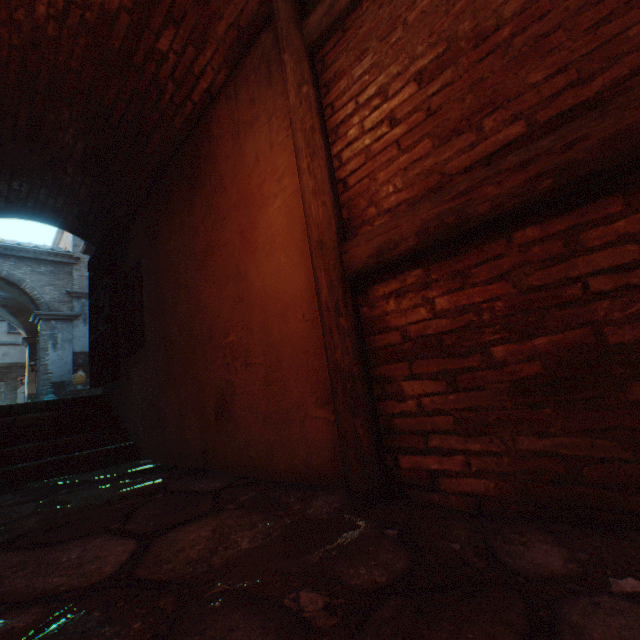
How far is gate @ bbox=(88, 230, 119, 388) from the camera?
4.9m

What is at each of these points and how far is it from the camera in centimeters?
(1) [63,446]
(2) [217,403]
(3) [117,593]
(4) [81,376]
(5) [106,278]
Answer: (1) stairs, 422cm
(2) building, 296cm
(3) ground stones, 117cm
(4) ceramic pot, 1110cm
(5) gate, 533cm

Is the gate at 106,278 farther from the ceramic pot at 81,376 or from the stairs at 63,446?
the ceramic pot at 81,376

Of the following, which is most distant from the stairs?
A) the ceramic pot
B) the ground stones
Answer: the ceramic pot

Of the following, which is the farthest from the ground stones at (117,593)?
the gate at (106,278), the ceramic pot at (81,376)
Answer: the ceramic pot at (81,376)

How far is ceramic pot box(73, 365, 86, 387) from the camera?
11.05m

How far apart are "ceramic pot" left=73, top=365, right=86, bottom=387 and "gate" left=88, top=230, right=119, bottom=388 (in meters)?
6.76

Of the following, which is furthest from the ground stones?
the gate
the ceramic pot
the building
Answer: the ceramic pot
